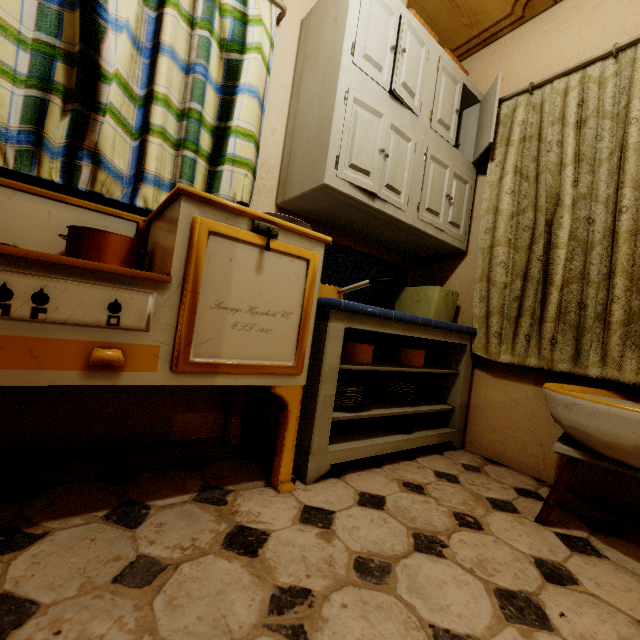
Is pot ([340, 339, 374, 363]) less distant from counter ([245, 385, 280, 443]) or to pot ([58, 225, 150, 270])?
counter ([245, 385, 280, 443])

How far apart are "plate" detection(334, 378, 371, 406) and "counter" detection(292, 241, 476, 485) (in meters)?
0.05

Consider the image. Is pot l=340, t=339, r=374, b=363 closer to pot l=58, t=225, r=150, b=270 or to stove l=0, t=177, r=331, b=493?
stove l=0, t=177, r=331, b=493

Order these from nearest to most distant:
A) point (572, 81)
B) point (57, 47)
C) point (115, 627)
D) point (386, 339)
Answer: point (115, 627) → point (57, 47) → point (572, 81) → point (386, 339)

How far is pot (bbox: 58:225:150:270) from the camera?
1.1 meters

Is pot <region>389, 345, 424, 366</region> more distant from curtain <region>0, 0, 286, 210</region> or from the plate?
curtain <region>0, 0, 286, 210</region>

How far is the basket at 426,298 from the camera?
2.1 meters

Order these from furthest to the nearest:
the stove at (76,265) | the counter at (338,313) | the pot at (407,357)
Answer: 1. the pot at (407,357)
2. the counter at (338,313)
3. the stove at (76,265)
